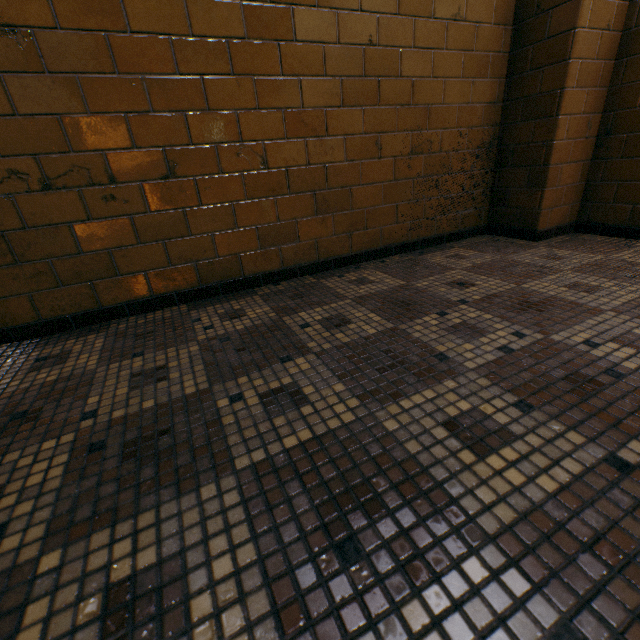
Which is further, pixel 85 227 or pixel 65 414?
pixel 85 227
